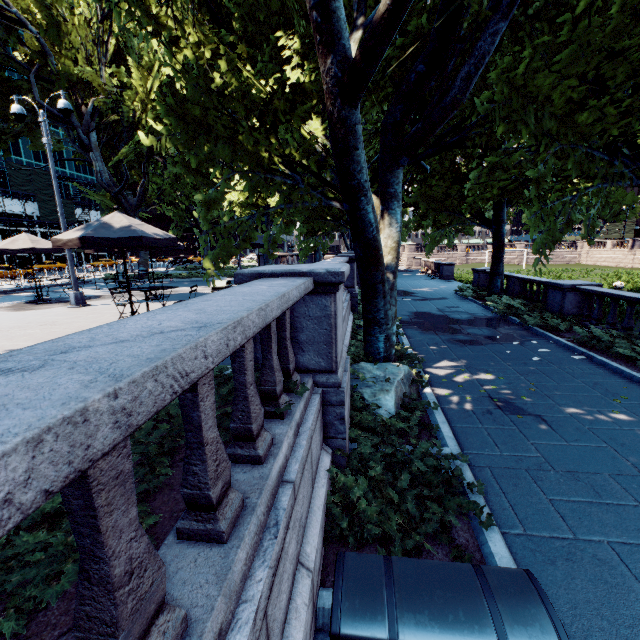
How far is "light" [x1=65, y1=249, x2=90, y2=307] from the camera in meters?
12.3

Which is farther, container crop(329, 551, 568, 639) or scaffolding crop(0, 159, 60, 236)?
scaffolding crop(0, 159, 60, 236)

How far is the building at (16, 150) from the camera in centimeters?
5053cm

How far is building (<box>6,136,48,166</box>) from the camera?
50.5 meters

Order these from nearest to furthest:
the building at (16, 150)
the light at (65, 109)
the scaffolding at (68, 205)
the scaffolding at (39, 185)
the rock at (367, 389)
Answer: the rock at (367, 389) → the light at (65, 109) → the scaffolding at (39, 185) → the building at (16, 150) → the scaffolding at (68, 205)

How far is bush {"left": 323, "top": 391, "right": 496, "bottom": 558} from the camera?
3.48m

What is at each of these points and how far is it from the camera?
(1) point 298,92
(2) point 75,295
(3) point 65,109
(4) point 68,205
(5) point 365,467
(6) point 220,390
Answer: (1) tree, 6.1 meters
(2) light, 12.4 meters
(3) light, 11.0 meters
(4) scaffolding, 55.8 meters
(5) bush, 4.5 meters
(6) bush, 3.6 meters

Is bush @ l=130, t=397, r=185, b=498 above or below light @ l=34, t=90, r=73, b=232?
below
